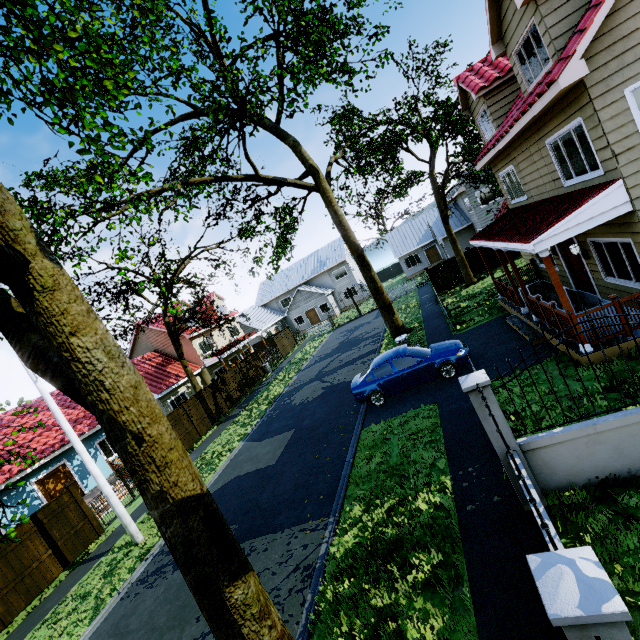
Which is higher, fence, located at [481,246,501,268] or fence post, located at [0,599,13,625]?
fence, located at [481,246,501,268]

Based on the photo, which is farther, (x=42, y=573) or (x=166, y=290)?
(x=166, y=290)

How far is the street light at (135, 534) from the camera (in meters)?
10.73

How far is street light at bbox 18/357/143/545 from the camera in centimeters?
1073cm

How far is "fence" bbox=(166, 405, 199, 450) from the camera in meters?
18.6 m

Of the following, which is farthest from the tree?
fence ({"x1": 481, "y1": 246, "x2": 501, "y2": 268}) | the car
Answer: the car

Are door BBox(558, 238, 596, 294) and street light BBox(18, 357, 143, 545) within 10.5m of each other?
no

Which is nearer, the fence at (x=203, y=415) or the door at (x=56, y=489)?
the door at (x=56, y=489)
